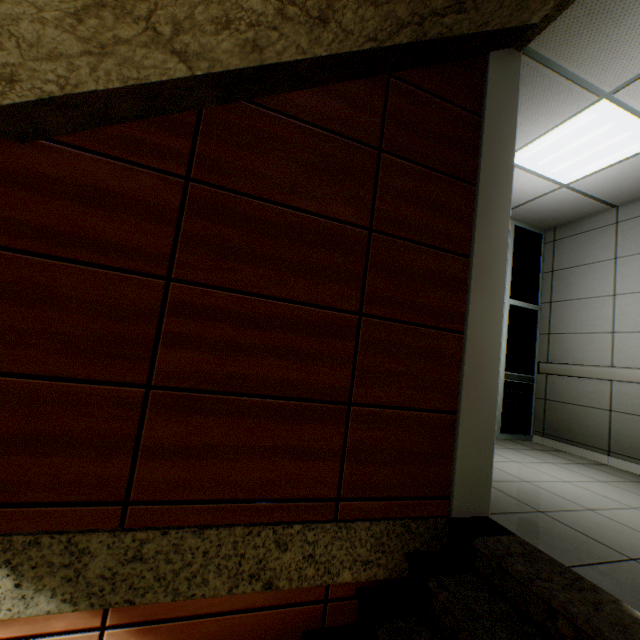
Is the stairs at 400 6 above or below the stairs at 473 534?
above

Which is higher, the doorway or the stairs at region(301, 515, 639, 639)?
the doorway

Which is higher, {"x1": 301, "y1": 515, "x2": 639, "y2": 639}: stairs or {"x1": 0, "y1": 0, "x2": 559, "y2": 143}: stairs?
{"x1": 0, "y1": 0, "x2": 559, "y2": 143}: stairs

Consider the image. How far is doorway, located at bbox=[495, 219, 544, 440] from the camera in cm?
470

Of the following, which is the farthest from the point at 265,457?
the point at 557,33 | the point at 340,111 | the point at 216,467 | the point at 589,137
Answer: the point at 589,137

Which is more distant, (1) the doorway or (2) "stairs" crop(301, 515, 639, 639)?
(1) the doorway

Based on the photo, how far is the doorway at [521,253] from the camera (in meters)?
4.70
